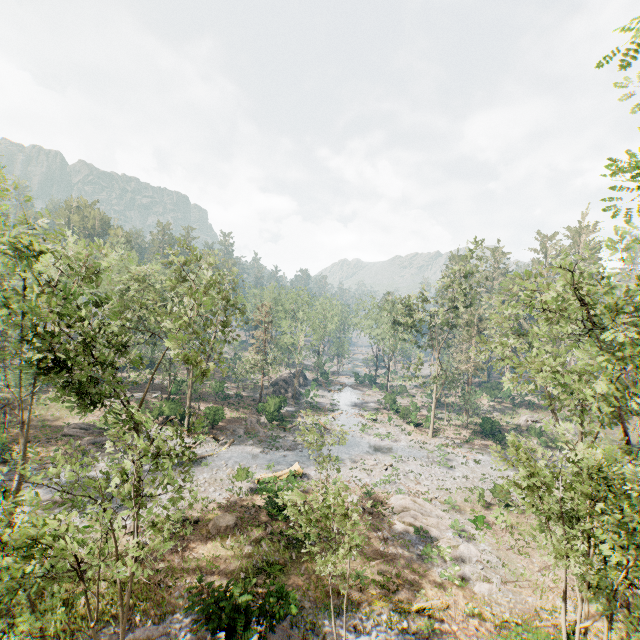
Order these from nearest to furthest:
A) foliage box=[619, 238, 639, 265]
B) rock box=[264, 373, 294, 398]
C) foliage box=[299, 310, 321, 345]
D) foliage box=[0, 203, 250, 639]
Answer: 1. foliage box=[0, 203, 250, 639]
2. foliage box=[619, 238, 639, 265]
3. foliage box=[299, 310, 321, 345]
4. rock box=[264, 373, 294, 398]

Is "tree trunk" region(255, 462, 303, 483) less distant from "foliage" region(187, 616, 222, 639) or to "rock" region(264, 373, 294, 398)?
"foliage" region(187, 616, 222, 639)

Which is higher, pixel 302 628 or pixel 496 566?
pixel 302 628

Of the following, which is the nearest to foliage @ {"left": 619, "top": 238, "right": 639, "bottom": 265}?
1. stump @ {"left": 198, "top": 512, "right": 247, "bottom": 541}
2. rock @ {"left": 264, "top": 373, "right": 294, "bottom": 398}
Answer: rock @ {"left": 264, "top": 373, "right": 294, "bottom": 398}

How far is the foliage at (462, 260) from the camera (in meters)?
34.35

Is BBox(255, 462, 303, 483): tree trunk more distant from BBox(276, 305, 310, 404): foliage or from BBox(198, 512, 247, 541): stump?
BBox(198, 512, 247, 541): stump

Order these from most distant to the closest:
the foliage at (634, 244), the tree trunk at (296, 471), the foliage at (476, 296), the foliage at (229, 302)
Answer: the tree trunk at (296, 471), the foliage at (476, 296), the foliage at (634, 244), the foliage at (229, 302)
